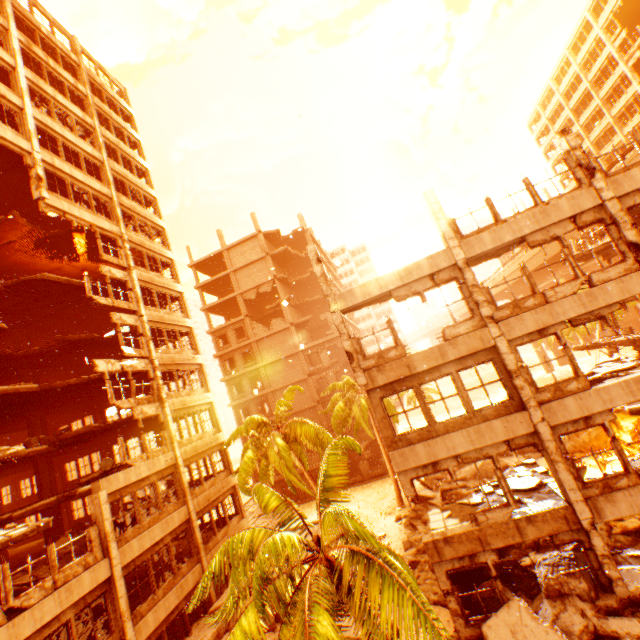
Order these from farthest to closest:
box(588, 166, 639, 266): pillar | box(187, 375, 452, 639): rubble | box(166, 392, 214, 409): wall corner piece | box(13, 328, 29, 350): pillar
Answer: box(13, 328, 29, 350): pillar → box(166, 392, 214, 409): wall corner piece → box(588, 166, 639, 266): pillar → box(187, 375, 452, 639): rubble

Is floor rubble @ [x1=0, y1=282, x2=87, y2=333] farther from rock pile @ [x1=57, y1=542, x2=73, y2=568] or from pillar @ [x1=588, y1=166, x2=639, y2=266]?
pillar @ [x1=588, y1=166, x2=639, y2=266]

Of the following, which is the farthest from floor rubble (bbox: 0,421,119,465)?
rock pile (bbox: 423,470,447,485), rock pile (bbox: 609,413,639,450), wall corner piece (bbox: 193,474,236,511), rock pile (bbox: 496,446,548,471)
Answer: rock pile (bbox: 609,413,639,450)

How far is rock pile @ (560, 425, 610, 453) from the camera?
20.00m

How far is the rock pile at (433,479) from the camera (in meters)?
25.20

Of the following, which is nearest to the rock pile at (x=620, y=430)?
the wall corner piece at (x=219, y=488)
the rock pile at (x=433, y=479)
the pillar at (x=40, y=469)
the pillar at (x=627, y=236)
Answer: the pillar at (x=627, y=236)

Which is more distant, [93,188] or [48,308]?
[48,308]

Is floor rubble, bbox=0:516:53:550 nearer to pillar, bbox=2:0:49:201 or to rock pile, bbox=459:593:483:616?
rock pile, bbox=459:593:483:616
